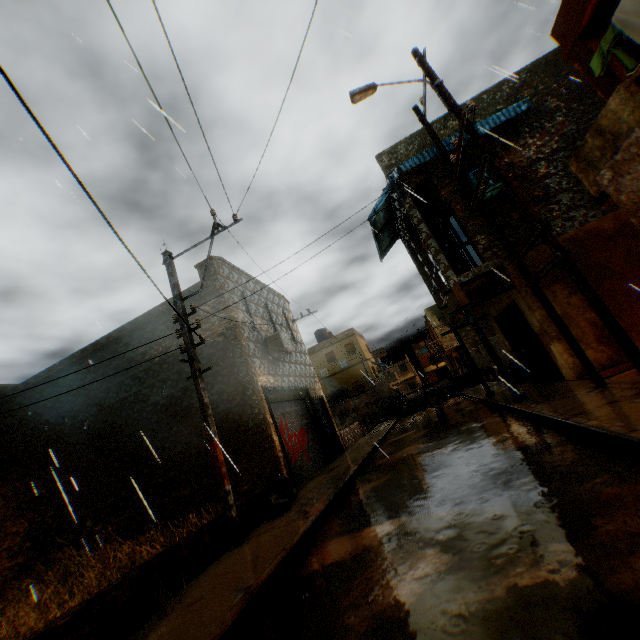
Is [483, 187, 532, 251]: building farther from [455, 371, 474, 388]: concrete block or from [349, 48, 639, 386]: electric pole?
[455, 371, 474, 388]: concrete block

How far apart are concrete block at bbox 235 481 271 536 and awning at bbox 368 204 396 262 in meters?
2.6

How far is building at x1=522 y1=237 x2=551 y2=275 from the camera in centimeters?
962cm

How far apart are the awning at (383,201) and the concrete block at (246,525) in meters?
2.6 m

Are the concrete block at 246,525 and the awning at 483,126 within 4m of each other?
yes

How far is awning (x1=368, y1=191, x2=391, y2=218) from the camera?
11.9 meters

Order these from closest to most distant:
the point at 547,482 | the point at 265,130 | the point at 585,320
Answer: the point at 547,482 < the point at 585,320 < the point at 265,130

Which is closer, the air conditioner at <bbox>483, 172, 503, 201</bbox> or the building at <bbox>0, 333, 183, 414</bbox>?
the air conditioner at <bbox>483, 172, 503, 201</bbox>
